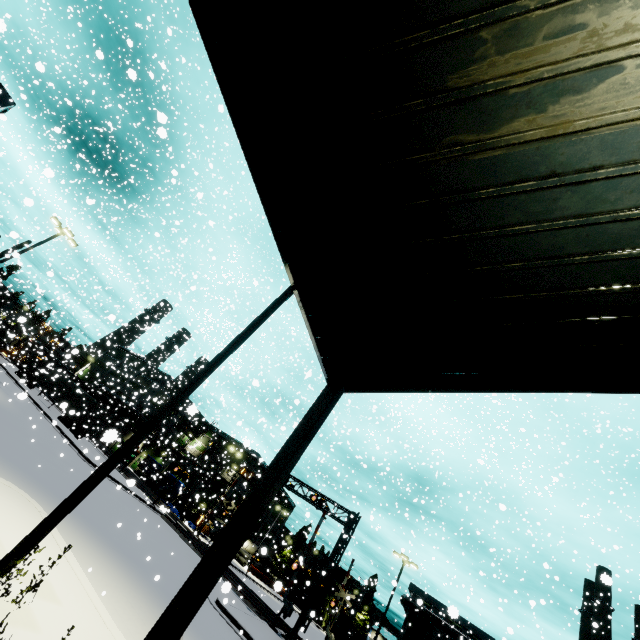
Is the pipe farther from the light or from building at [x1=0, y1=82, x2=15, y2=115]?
the light

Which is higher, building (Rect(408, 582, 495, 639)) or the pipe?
building (Rect(408, 582, 495, 639))

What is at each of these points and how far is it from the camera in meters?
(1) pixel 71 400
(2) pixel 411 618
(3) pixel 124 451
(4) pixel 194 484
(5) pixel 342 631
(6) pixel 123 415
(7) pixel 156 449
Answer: (1) semi trailer, 37.6
(2) tree, 37.3
(3) light, 6.3
(4) building, 51.5
(5) cargo container door, 38.1
(6) building, 56.2
(7) building, 59.1

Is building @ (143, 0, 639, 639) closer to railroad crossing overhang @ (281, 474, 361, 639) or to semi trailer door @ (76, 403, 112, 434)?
railroad crossing overhang @ (281, 474, 361, 639)

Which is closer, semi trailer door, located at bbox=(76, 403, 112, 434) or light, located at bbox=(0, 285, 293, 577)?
light, located at bbox=(0, 285, 293, 577)

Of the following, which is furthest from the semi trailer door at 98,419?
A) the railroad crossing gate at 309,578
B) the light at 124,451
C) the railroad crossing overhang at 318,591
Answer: the light at 124,451

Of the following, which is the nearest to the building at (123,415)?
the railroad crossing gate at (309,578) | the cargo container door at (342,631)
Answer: the railroad crossing gate at (309,578)

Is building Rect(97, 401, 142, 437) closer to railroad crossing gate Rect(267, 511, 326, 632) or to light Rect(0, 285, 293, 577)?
railroad crossing gate Rect(267, 511, 326, 632)
